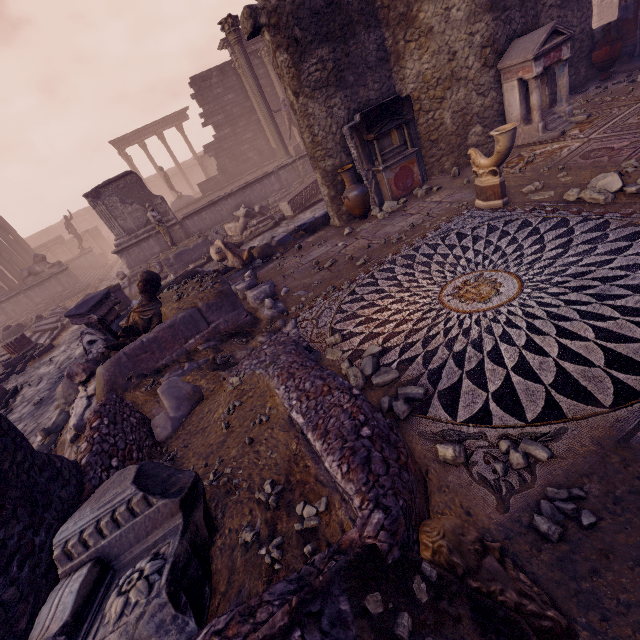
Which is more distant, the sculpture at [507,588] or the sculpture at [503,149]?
the sculpture at [503,149]

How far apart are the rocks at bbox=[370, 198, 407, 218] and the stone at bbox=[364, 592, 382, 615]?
7.6 meters

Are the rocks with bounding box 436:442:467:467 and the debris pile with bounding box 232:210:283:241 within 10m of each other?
no

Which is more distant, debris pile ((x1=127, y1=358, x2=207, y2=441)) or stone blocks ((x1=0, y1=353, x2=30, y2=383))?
stone blocks ((x1=0, y1=353, x2=30, y2=383))

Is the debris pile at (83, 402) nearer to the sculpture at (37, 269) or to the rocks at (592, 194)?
the rocks at (592, 194)

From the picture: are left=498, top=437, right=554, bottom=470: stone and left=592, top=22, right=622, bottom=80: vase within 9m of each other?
no

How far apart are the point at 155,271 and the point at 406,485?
13.32m

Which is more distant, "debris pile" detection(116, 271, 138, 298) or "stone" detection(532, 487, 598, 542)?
"debris pile" detection(116, 271, 138, 298)
